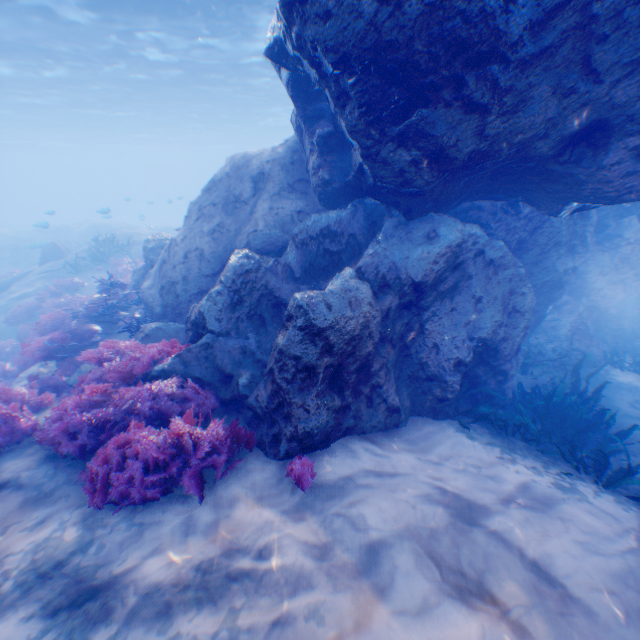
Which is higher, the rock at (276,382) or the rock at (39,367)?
the rock at (276,382)

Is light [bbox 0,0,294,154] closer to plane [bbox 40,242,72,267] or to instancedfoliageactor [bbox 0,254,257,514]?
instancedfoliageactor [bbox 0,254,257,514]

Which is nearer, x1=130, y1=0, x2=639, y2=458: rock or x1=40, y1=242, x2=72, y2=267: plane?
x1=130, y1=0, x2=639, y2=458: rock

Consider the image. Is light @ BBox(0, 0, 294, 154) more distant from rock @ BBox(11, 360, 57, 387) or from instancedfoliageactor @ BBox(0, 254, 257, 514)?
instancedfoliageactor @ BBox(0, 254, 257, 514)

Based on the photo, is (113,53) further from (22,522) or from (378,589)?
(378,589)

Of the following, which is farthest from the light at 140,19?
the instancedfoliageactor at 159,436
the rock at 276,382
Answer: the instancedfoliageactor at 159,436

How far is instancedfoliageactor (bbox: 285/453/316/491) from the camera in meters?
4.0

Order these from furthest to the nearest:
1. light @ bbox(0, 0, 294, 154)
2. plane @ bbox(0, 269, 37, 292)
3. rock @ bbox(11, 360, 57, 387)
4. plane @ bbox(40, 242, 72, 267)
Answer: plane @ bbox(40, 242, 72, 267)
plane @ bbox(0, 269, 37, 292)
light @ bbox(0, 0, 294, 154)
rock @ bbox(11, 360, 57, 387)
